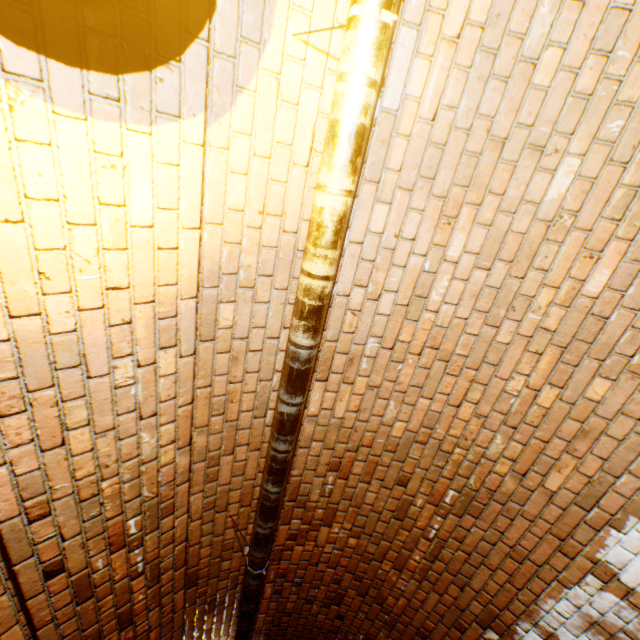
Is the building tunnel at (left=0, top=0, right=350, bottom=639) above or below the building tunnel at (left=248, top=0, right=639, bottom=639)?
above

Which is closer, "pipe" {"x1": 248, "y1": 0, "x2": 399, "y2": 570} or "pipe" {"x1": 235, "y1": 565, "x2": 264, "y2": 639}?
"pipe" {"x1": 248, "y1": 0, "x2": 399, "y2": 570}

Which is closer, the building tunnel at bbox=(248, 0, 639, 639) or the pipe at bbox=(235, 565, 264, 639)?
the building tunnel at bbox=(248, 0, 639, 639)

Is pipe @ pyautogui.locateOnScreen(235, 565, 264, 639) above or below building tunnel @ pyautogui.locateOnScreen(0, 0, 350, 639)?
below

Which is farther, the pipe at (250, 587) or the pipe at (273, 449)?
the pipe at (250, 587)

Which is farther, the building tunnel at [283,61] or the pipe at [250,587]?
the pipe at [250,587]

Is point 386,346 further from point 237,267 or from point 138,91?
point 138,91
